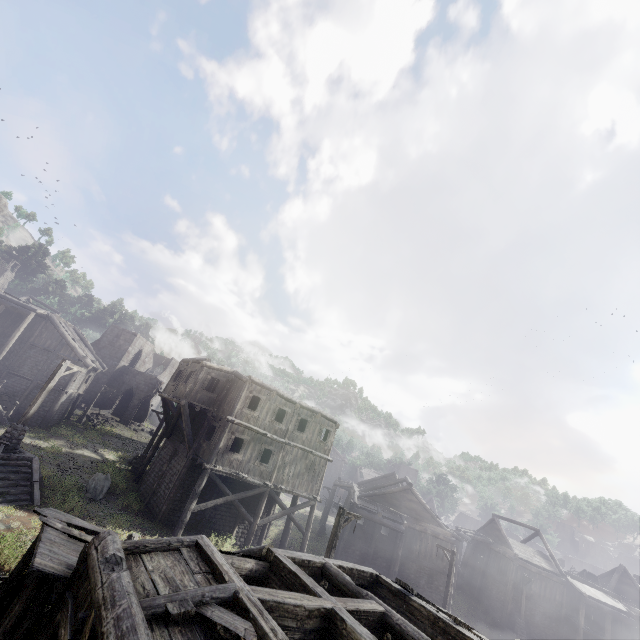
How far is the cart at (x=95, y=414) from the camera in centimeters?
3522cm

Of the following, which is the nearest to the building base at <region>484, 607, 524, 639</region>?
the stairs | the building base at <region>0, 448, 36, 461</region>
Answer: the stairs

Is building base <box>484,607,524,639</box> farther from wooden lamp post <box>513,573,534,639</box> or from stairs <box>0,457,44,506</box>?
stairs <box>0,457,44,506</box>

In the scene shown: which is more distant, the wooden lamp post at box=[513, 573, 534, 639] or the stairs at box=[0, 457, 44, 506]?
the wooden lamp post at box=[513, 573, 534, 639]

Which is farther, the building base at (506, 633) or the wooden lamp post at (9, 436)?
the building base at (506, 633)

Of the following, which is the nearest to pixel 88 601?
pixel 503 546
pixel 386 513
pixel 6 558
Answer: pixel 6 558

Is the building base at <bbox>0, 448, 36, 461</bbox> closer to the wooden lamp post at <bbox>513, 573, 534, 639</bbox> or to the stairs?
the stairs

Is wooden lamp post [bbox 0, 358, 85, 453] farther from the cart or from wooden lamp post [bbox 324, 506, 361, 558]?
the cart
